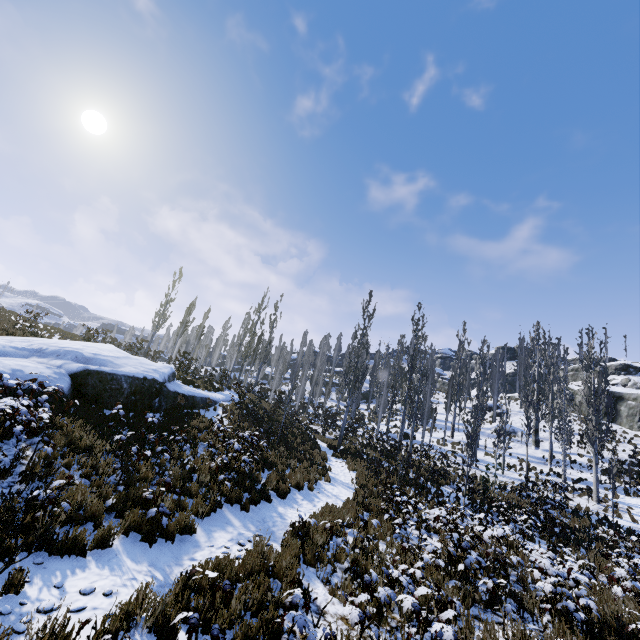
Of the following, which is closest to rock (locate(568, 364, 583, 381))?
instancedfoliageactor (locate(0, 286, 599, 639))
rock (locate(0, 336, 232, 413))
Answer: instancedfoliageactor (locate(0, 286, 599, 639))

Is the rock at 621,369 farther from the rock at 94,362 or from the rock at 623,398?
the rock at 94,362

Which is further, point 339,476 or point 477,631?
point 339,476

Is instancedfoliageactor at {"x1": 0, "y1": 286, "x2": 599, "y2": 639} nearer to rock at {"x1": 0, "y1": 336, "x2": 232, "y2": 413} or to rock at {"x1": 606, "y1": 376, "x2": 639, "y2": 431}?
rock at {"x1": 606, "y1": 376, "x2": 639, "y2": 431}

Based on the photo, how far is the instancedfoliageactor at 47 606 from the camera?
3.68m

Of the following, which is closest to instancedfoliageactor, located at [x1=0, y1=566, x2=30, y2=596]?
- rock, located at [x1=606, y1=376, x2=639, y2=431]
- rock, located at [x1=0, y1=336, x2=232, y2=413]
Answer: rock, located at [x1=606, y1=376, x2=639, y2=431]

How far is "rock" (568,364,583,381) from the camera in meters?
Answer: 56.9
